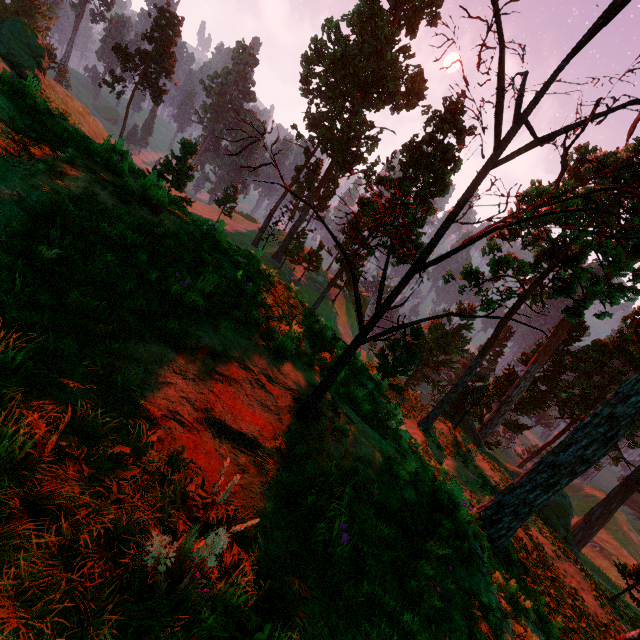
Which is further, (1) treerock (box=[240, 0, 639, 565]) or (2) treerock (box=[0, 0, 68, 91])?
(2) treerock (box=[0, 0, 68, 91])

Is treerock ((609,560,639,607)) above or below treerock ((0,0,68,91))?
below

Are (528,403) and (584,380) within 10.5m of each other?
yes

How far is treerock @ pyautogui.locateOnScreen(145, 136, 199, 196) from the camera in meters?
31.6 m

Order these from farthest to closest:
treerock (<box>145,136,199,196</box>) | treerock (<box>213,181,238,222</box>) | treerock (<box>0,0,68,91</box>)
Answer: treerock (<box>213,181,238,222</box>)
treerock (<box>145,136,199,196</box>)
treerock (<box>0,0,68,91</box>)

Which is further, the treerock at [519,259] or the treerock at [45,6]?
the treerock at [45,6]
